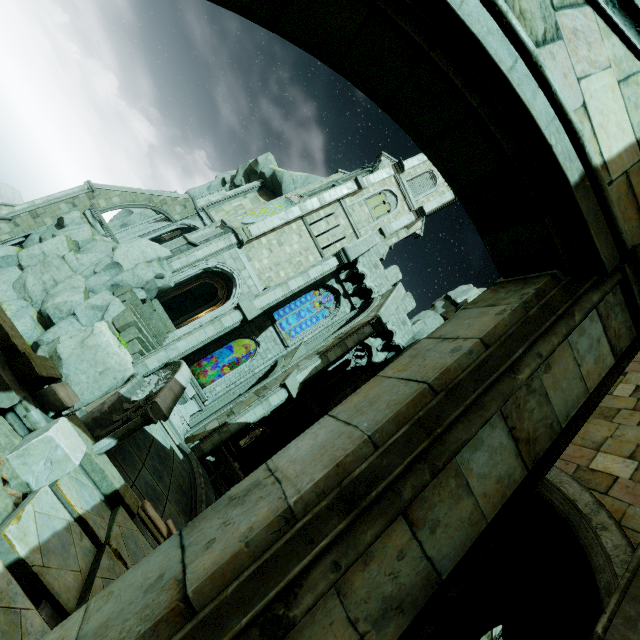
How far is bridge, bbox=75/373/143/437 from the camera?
5.3 meters

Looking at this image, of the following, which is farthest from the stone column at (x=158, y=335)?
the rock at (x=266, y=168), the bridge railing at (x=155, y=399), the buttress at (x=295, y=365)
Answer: the rock at (x=266, y=168)

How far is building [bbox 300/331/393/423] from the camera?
21.9m

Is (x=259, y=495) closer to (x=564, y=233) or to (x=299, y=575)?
(x=299, y=575)

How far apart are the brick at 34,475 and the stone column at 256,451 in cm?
1716

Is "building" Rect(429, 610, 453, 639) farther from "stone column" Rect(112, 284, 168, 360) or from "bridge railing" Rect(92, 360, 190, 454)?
"stone column" Rect(112, 284, 168, 360)

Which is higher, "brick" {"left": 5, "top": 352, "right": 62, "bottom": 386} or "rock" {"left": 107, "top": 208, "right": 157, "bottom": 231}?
"rock" {"left": 107, "top": 208, "right": 157, "bottom": 231}

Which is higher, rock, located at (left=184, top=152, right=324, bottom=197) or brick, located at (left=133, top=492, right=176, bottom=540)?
rock, located at (left=184, top=152, right=324, bottom=197)
